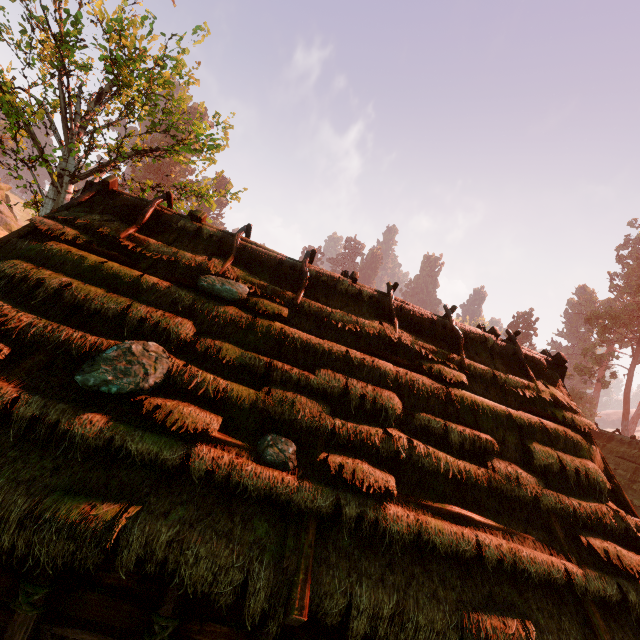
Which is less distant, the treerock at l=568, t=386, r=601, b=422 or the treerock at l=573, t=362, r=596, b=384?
the treerock at l=573, t=362, r=596, b=384

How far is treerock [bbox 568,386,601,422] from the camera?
49.1 meters

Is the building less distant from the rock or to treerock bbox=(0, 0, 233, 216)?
treerock bbox=(0, 0, 233, 216)

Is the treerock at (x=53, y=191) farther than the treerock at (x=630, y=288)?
No

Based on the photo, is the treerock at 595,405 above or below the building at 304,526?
above

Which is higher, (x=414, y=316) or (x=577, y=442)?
(x=414, y=316)

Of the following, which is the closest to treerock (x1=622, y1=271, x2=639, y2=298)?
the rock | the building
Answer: the building

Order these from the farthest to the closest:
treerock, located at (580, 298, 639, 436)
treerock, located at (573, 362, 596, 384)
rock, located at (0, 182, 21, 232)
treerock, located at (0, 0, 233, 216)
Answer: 1. treerock, located at (573, 362, 596, 384)
2. treerock, located at (580, 298, 639, 436)
3. rock, located at (0, 182, 21, 232)
4. treerock, located at (0, 0, 233, 216)
